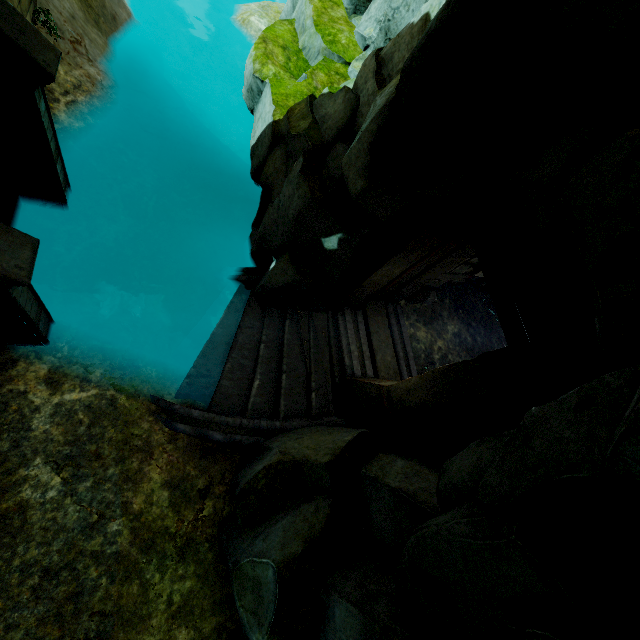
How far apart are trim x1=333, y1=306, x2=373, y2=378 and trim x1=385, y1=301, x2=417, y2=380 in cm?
34

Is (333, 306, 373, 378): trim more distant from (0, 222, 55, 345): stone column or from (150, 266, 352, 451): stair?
(0, 222, 55, 345): stone column

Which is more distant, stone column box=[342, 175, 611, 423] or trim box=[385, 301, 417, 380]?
trim box=[385, 301, 417, 380]

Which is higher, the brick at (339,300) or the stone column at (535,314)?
the stone column at (535,314)

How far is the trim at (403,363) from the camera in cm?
763

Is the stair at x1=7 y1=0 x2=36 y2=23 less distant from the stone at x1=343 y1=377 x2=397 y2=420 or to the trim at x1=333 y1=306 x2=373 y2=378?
the trim at x1=333 y1=306 x2=373 y2=378

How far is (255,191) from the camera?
10.8m

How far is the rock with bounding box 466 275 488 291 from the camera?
10.0 meters
